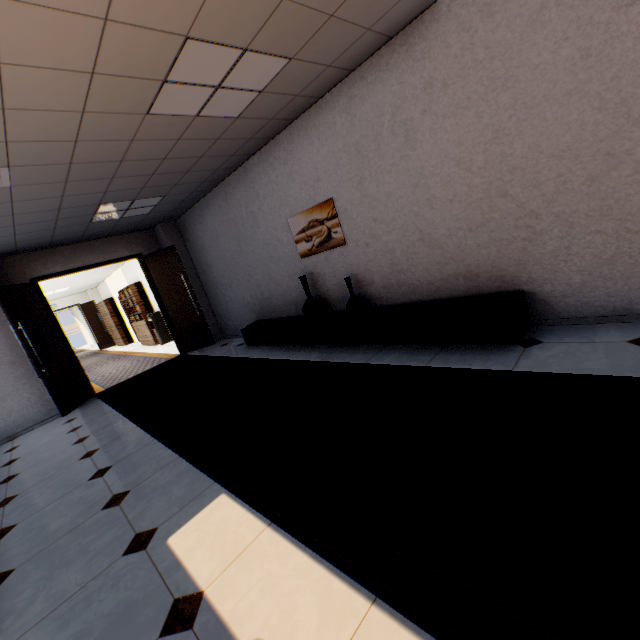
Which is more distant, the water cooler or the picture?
the water cooler

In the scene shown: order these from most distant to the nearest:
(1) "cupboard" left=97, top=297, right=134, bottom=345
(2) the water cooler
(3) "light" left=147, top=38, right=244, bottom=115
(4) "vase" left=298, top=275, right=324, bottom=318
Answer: (1) "cupboard" left=97, top=297, right=134, bottom=345 < (2) the water cooler < (4) "vase" left=298, top=275, right=324, bottom=318 < (3) "light" left=147, top=38, right=244, bottom=115

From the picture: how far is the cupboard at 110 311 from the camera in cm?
1420

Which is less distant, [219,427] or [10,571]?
[10,571]

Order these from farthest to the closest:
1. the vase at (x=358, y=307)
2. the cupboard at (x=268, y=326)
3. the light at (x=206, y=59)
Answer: the vase at (x=358, y=307), the cupboard at (x=268, y=326), the light at (x=206, y=59)

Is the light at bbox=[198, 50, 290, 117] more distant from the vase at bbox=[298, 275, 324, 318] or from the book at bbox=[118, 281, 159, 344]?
the book at bbox=[118, 281, 159, 344]

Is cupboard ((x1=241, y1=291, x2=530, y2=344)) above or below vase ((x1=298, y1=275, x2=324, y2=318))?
below

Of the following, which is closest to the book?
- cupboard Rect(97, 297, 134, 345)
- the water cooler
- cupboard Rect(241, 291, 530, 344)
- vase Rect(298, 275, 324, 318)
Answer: the water cooler
